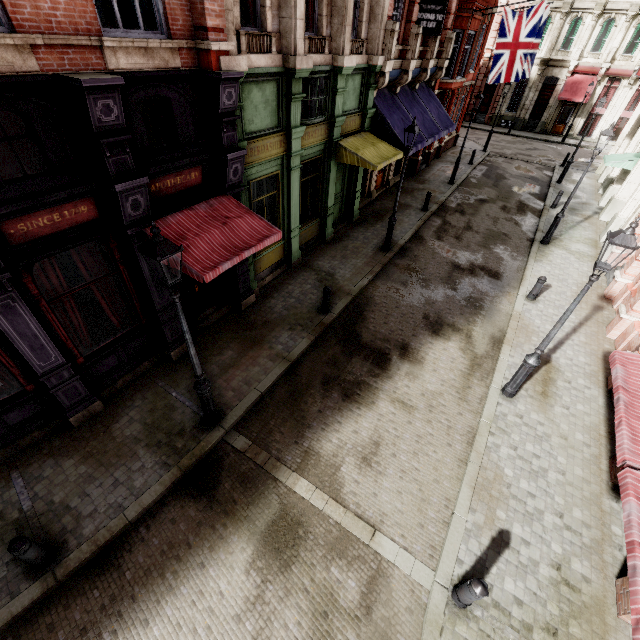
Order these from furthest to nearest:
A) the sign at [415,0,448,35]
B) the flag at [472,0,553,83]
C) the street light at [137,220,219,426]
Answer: the flag at [472,0,553,83]
the sign at [415,0,448,35]
the street light at [137,220,219,426]

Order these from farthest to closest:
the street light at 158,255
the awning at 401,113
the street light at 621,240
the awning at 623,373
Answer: the awning at 401,113 < the street light at 621,240 < the street light at 158,255 < the awning at 623,373

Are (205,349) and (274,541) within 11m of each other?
yes

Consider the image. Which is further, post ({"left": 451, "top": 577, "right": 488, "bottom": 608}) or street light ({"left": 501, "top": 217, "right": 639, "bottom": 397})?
street light ({"left": 501, "top": 217, "right": 639, "bottom": 397})

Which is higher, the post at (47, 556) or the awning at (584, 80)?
the awning at (584, 80)

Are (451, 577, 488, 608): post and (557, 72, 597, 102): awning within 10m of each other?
no

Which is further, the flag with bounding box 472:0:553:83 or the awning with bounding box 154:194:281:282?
the flag with bounding box 472:0:553:83

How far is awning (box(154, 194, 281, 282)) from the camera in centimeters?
→ 655cm
